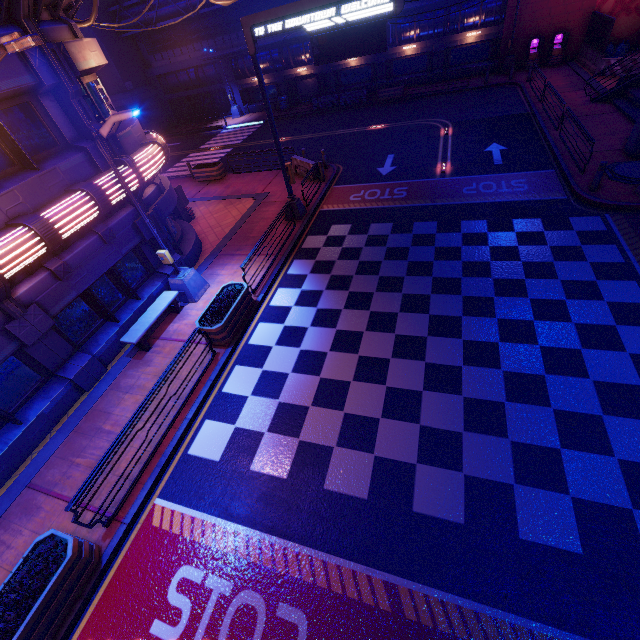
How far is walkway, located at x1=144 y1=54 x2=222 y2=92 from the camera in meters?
33.3 m

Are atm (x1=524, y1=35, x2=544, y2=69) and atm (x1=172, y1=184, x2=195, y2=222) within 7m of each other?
no

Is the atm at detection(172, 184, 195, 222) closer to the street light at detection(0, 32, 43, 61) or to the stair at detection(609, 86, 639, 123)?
the street light at detection(0, 32, 43, 61)

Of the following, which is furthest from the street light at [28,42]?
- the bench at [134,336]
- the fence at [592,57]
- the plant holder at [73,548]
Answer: the fence at [592,57]

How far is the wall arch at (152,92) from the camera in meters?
31.5

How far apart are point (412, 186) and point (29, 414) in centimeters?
1720cm

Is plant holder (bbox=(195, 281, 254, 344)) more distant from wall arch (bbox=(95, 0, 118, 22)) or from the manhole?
wall arch (bbox=(95, 0, 118, 22))

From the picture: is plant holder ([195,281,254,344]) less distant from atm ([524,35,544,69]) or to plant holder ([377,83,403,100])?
plant holder ([377,83,403,100])
